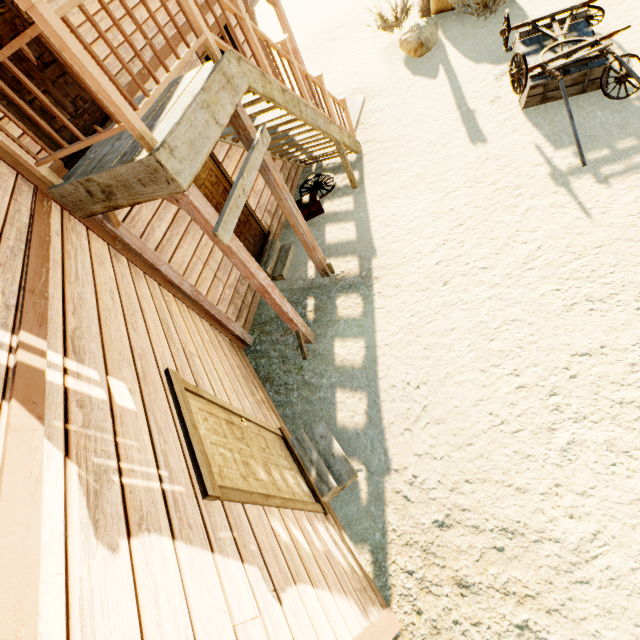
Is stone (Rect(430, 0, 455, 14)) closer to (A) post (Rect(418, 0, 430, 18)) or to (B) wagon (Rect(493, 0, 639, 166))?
(A) post (Rect(418, 0, 430, 18))

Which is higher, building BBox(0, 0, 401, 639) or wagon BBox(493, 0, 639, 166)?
building BBox(0, 0, 401, 639)

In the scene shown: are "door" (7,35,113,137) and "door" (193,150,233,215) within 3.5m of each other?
yes

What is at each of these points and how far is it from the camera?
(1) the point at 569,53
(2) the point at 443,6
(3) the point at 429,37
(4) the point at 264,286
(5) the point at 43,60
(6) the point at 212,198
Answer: (1) wagon, 5.8m
(2) stone, 10.2m
(3) stone, 9.2m
(4) building, 4.2m
(5) door, 3.3m
(6) door, 5.5m

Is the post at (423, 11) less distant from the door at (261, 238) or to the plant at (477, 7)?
the plant at (477, 7)

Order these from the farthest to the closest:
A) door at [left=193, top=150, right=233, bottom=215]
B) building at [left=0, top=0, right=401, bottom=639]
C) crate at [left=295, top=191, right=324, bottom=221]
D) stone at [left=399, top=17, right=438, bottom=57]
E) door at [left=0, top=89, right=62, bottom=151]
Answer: stone at [left=399, top=17, right=438, bottom=57]
crate at [left=295, top=191, right=324, bottom=221]
door at [left=193, top=150, right=233, bottom=215]
door at [left=0, top=89, right=62, bottom=151]
building at [left=0, top=0, right=401, bottom=639]

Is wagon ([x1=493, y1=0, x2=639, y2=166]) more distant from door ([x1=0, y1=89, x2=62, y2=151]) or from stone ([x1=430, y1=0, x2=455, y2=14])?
door ([x1=0, y1=89, x2=62, y2=151])

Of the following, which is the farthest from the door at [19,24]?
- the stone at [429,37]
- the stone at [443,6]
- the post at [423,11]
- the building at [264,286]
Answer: the stone at [443,6]
